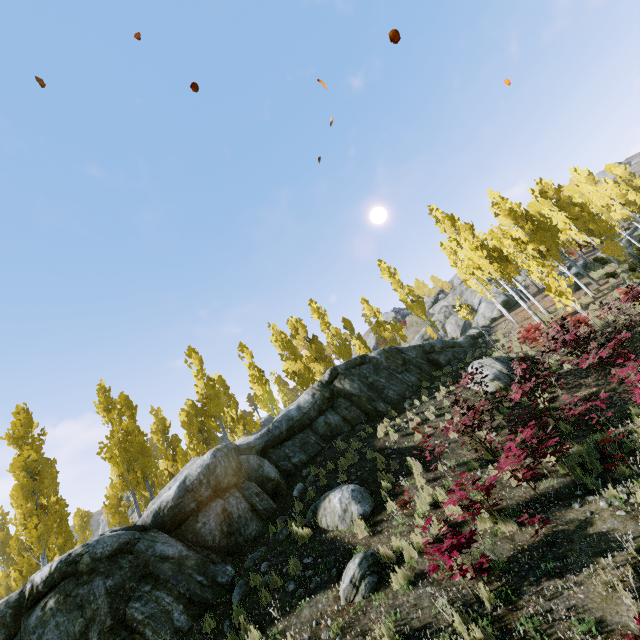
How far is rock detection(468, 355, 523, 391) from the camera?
13.45m

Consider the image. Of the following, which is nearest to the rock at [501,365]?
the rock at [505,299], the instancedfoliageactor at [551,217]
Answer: the instancedfoliageactor at [551,217]

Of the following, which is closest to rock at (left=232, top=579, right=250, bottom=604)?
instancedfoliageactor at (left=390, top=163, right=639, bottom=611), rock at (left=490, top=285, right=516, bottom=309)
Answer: instancedfoliageactor at (left=390, top=163, right=639, bottom=611)

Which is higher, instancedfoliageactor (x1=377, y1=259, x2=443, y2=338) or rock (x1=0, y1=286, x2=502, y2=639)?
instancedfoliageactor (x1=377, y1=259, x2=443, y2=338)

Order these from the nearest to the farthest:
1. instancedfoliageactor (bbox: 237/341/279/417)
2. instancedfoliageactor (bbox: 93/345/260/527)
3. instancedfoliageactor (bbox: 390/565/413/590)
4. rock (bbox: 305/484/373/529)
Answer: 1. instancedfoliageactor (bbox: 390/565/413/590)
2. rock (bbox: 305/484/373/529)
3. instancedfoliageactor (bbox: 93/345/260/527)
4. instancedfoliageactor (bbox: 237/341/279/417)

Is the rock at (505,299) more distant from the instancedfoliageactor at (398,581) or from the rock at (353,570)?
the rock at (353,570)

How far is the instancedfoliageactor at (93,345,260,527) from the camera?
17.52m

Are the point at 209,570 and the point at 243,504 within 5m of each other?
yes
